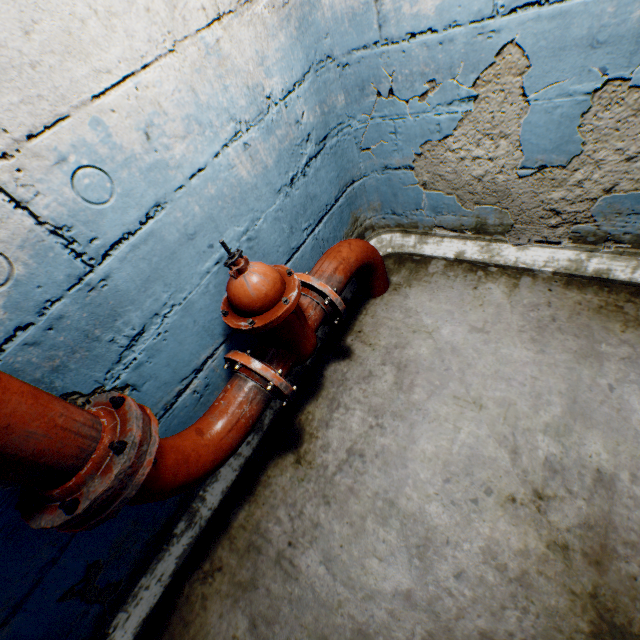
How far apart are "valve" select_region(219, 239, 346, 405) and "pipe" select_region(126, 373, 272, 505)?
0.08m

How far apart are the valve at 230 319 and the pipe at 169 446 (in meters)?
0.08

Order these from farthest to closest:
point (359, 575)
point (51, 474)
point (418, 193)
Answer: point (418, 193) → point (359, 575) → point (51, 474)

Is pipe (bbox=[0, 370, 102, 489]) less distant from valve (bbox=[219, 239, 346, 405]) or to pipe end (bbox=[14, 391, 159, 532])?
pipe end (bbox=[14, 391, 159, 532])

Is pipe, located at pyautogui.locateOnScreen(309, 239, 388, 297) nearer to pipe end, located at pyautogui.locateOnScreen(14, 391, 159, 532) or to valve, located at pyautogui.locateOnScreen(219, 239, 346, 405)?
valve, located at pyautogui.locateOnScreen(219, 239, 346, 405)

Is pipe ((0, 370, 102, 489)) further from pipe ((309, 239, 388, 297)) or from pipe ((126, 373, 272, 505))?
pipe ((309, 239, 388, 297))

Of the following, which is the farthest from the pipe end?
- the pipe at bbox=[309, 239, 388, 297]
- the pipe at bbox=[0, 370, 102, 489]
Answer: the pipe at bbox=[309, 239, 388, 297]

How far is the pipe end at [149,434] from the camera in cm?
86
